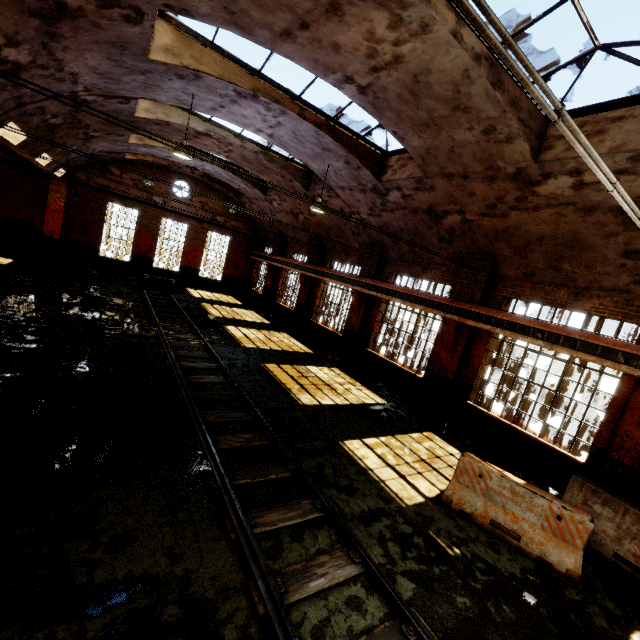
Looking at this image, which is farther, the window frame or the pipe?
the window frame

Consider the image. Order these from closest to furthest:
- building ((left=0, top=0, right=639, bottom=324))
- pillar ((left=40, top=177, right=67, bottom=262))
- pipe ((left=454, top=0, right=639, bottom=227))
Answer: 1. pipe ((left=454, top=0, right=639, bottom=227))
2. building ((left=0, top=0, right=639, bottom=324))
3. pillar ((left=40, top=177, right=67, bottom=262))

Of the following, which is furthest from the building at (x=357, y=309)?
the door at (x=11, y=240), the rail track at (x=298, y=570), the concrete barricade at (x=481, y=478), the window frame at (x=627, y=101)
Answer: the rail track at (x=298, y=570)

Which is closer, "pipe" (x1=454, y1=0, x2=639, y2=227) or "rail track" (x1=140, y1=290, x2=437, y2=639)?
"pipe" (x1=454, y1=0, x2=639, y2=227)

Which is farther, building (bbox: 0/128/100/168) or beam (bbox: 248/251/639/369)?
building (bbox: 0/128/100/168)

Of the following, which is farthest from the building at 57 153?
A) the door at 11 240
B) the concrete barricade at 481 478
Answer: the door at 11 240

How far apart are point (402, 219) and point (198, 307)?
12.20m

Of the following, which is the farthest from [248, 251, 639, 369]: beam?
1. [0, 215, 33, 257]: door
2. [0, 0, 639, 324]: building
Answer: [0, 215, 33, 257]: door
